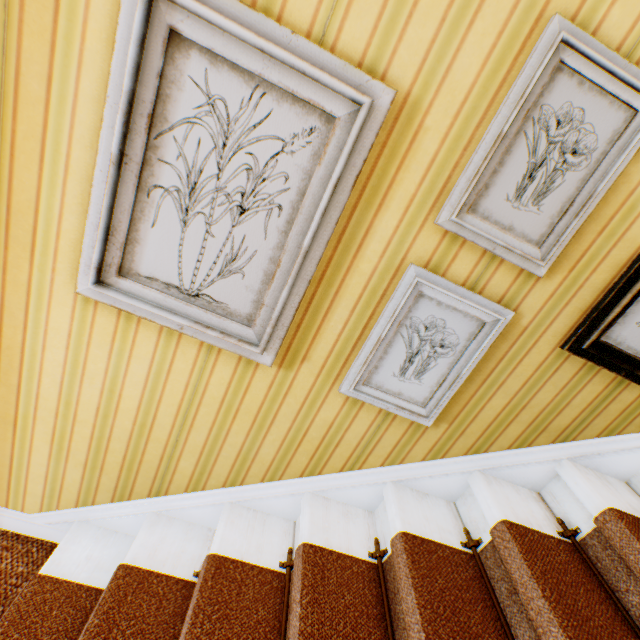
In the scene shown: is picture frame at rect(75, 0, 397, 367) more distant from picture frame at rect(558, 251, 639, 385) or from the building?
picture frame at rect(558, 251, 639, 385)

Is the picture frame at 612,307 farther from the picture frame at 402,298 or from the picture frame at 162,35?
the picture frame at 162,35

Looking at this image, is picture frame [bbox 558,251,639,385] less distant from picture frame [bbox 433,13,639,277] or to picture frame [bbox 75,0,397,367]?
picture frame [bbox 433,13,639,277]

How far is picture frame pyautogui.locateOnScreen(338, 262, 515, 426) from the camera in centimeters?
117cm

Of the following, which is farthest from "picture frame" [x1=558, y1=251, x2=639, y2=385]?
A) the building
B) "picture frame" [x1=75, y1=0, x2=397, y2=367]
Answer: "picture frame" [x1=75, y1=0, x2=397, y2=367]

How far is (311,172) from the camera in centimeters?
101cm

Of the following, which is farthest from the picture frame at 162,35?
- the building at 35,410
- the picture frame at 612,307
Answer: the picture frame at 612,307

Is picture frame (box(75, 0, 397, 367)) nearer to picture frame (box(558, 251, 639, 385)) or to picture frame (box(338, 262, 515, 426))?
picture frame (box(338, 262, 515, 426))
